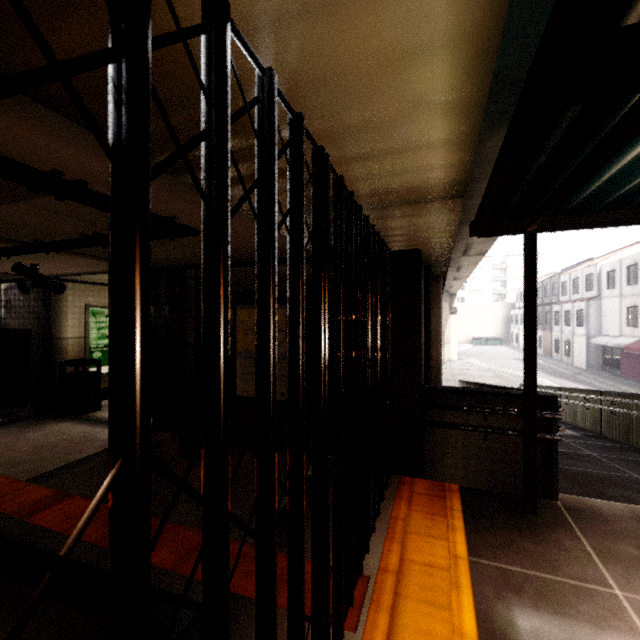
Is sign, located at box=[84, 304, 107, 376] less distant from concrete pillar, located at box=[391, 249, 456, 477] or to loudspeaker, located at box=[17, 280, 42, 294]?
loudspeaker, located at box=[17, 280, 42, 294]

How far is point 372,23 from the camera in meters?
1.0 m

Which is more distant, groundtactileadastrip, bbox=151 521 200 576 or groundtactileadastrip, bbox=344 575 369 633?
groundtactileadastrip, bbox=151 521 200 576

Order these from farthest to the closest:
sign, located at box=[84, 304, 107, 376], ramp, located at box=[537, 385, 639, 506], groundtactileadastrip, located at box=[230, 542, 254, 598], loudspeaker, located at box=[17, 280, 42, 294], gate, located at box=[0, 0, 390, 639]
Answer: sign, located at box=[84, 304, 107, 376], loudspeaker, located at box=[17, 280, 42, 294], ramp, located at box=[537, 385, 639, 506], groundtactileadastrip, located at box=[230, 542, 254, 598], gate, located at box=[0, 0, 390, 639]

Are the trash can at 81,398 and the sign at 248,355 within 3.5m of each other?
no

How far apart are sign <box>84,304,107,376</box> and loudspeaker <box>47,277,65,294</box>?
0.75m

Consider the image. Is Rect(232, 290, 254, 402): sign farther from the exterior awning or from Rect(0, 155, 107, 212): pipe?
the exterior awning

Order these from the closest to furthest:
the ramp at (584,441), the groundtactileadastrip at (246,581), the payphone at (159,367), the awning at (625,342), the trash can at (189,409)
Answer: the groundtactileadastrip at (246,581), the ramp at (584,441), the trash can at (189,409), the payphone at (159,367), the awning at (625,342)
